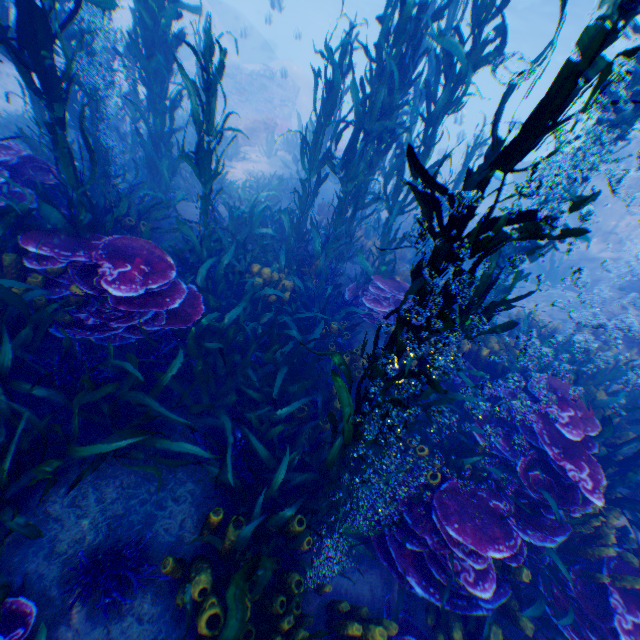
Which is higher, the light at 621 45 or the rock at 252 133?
the light at 621 45

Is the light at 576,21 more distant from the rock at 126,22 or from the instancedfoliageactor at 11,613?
the instancedfoliageactor at 11,613

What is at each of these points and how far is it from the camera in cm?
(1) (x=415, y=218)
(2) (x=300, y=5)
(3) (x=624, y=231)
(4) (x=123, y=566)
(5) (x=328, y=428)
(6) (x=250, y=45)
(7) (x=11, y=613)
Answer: (1) rock, 1198
(2) light, 5628
(3) rock, 1149
(4) instancedfoliageactor, 263
(5) instancedfoliageactor, 402
(6) submarine, 2884
(7) instancedfoliageactor, 221

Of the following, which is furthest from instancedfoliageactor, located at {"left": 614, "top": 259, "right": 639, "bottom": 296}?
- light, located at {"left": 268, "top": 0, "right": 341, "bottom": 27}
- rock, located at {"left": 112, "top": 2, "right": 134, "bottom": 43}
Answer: light, located at {"left": 268, "top": 0, "right": 341, "bottom": 27}

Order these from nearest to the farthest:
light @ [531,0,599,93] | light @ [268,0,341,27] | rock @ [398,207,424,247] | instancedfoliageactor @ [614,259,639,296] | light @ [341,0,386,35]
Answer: instancedfoliageactor @ [614,259,639,296] → rock @ [398,207,424,247] → light @ [268,0,341,27] → light @ [531,0,599,93] → light @ [341,0,386,35]

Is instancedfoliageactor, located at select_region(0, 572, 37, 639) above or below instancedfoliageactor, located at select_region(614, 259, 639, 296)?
below
